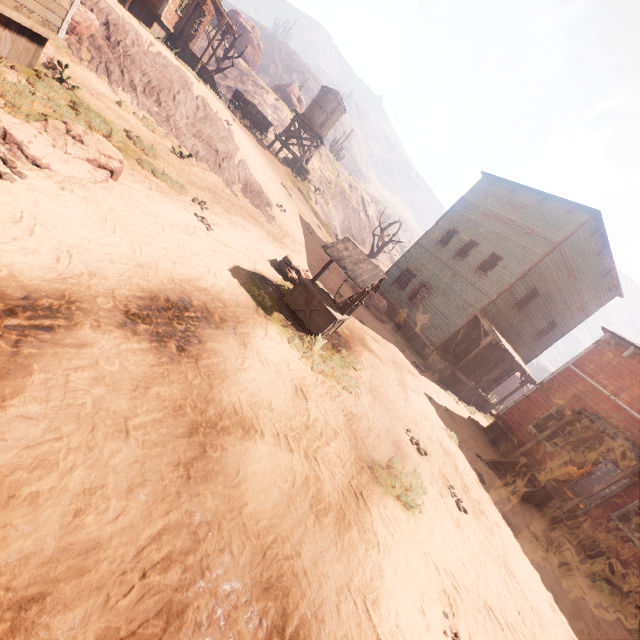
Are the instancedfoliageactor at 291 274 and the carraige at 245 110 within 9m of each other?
no

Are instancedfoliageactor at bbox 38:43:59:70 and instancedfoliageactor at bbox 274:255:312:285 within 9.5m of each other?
yes

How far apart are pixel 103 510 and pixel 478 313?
18.1m

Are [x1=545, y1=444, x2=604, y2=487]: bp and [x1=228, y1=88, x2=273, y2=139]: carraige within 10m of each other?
no

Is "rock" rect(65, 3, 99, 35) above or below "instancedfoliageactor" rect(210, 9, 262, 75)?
below

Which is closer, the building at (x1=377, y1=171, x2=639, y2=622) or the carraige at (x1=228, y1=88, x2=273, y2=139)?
the building at (x1=377, y1=171, x2=639, y2=622)

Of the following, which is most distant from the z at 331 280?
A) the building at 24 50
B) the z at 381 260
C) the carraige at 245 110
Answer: the z at 381 260

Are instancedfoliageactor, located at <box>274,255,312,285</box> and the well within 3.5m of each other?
yes
